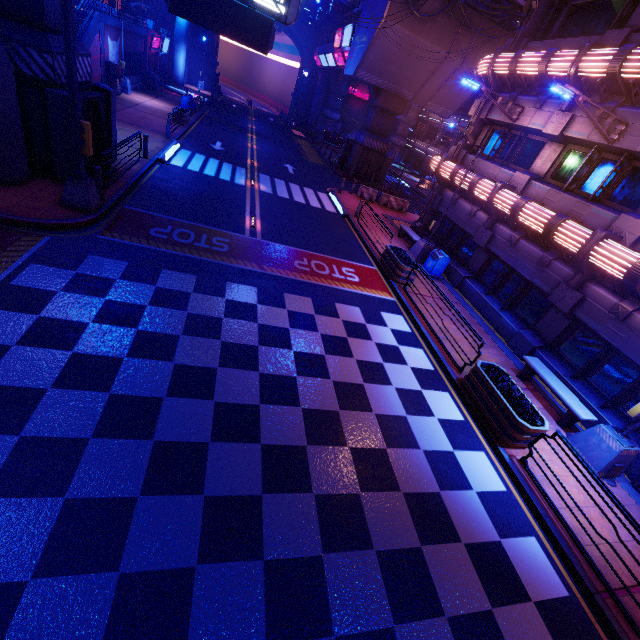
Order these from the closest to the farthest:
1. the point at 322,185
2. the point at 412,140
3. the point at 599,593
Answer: the point at 599,593
the point at 322,185
the point at 412,140

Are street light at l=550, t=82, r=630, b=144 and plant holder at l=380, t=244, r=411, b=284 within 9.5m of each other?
yes

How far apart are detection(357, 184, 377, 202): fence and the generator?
24.3m

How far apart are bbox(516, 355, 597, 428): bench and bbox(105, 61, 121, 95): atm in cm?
3241

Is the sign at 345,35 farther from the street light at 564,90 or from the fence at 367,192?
the street light at 564,90

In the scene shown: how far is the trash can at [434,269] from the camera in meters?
15.5 m

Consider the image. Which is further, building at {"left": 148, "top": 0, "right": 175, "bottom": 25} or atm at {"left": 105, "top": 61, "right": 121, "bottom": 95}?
building at {"left": 148, "top": 0, "right": 175, "bottom": 25}

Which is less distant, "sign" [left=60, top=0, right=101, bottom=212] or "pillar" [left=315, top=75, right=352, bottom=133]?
"sign" [left=60, top=0, right=101, bottom=212]
